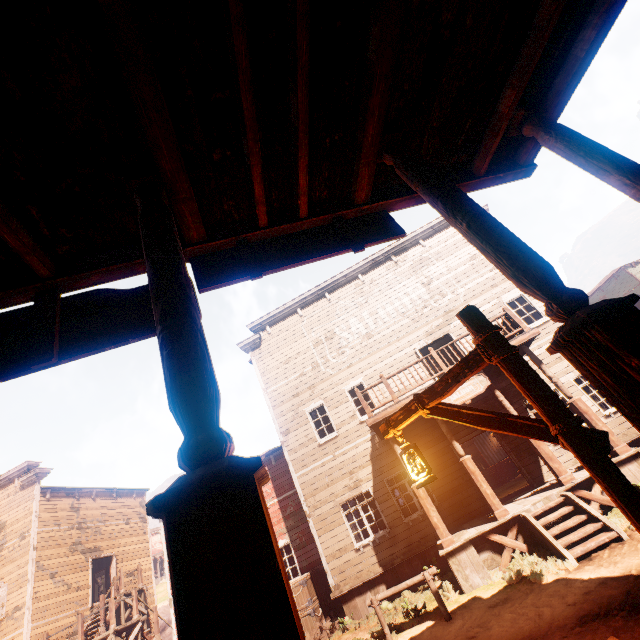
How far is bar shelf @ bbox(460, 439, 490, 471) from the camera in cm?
2139

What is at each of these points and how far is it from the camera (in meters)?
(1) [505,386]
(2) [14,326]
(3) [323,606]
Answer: (1) building, 12.60
(2) sign, 2.30
(3) wooden box, 12.71

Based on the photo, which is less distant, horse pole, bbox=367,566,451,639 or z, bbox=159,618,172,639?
horse pole, bbox=367,566,451,639

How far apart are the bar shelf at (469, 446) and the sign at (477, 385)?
14.4 meters

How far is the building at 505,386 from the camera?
10.10m

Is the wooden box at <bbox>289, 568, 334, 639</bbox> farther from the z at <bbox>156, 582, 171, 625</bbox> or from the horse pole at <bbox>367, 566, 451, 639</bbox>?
the horse pole at <bbox>367, 566, 451, 639</bbox>

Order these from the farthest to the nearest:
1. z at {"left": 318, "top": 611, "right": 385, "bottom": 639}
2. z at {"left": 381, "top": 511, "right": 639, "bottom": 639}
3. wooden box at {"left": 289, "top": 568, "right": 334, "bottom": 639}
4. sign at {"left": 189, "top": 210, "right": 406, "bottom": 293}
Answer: wooden box at {"left": 289, "top": 568, "right": 334, "bottom": 639}, z at {"left": 318, "top": 611, "right": 385, "bottom": 639}, z at {"left": 381, "top": 511, "right": 639, "bottom": 639}, sign at {"left": 189, "top": 210, "right": 406, "bottom": 293}

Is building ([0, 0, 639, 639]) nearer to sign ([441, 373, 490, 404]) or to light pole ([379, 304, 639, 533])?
sign ([441, 373, 490, 404])
